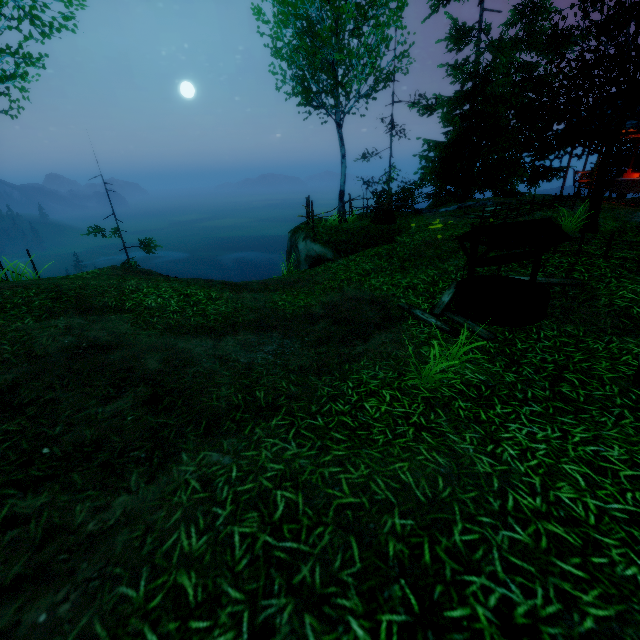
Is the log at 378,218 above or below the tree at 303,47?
below

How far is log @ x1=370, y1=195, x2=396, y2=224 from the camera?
13.1m

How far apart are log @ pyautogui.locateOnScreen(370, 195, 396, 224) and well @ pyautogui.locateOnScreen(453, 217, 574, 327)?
7.0 meters

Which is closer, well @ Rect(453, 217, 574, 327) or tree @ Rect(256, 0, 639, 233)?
well @ Rect(453, 217, 574, 327)

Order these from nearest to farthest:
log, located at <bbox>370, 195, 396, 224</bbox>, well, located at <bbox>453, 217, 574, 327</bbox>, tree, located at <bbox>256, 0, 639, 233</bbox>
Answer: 1. well, located at <bbox>453, 217, 574, 327</bbox>
2. tree, located at <bbox>256, 0, 639, 233</bbox>
3. log, located at <bbox>370, 195, 396, 224</bbox>

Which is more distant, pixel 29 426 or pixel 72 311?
pixel 72 311

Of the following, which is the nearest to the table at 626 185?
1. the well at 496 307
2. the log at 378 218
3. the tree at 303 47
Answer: the tree at 303 47

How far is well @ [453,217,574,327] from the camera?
5.3m
